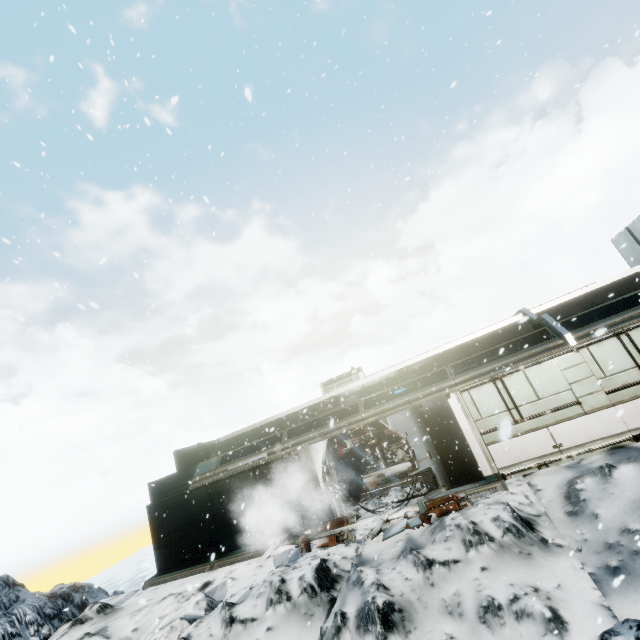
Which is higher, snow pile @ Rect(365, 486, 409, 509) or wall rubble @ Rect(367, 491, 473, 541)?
snow pile @ Rect(365, 486, 409, 509)

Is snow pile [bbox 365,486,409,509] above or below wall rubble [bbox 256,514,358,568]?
above

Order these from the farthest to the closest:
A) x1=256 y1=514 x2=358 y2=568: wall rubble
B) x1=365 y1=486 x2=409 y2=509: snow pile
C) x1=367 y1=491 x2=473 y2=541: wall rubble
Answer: x1=365 y1=486 x2=409 y2=509: snow pile → x1=256 y1=514 x2=358 y2=568: wall rubble → x1=367 y1=491 x2=473 y2=541: wall rubble

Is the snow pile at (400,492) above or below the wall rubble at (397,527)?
above

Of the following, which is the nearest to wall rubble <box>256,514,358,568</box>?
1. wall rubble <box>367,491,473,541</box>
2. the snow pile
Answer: the snow pile

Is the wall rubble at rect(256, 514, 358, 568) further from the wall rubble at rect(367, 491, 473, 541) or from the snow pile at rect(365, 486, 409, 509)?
the wall rubble at rect(367, 491, 473, 541)

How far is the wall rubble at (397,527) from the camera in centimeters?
874cm

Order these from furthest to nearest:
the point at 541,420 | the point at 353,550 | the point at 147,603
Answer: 1. the point at 147,603
2. the point at 541,420
3. the point at 353,550
